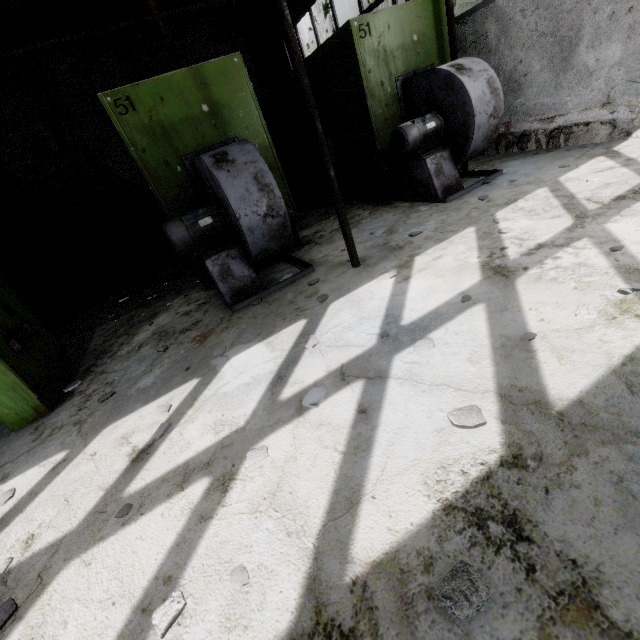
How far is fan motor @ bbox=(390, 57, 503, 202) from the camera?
4.94m

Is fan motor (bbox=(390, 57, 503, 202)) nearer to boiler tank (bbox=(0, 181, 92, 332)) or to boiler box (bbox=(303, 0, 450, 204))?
boiler box (bbox=(303, 0, 450, 204))

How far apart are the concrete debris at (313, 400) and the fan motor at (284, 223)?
2.3m

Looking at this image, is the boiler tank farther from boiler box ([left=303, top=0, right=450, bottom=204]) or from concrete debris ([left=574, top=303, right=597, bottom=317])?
boiler box ([left=303, top=0, right=450, bottom=204])

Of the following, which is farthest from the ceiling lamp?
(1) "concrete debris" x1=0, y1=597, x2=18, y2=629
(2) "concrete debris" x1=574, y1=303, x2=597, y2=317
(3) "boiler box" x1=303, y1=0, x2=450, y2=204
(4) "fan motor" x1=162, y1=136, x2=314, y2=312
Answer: (2) "concrete debris" x1=574, y1=303, x2=597, y2=317

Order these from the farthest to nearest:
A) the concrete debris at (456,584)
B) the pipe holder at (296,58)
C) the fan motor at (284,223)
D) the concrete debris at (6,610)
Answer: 1. the fan motor at (284,223)
2. the pipe holder at (296,58)
3. the concrete debris at (6,610)
4. the concrete debris at (456,584)

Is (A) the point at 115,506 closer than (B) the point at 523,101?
Yes

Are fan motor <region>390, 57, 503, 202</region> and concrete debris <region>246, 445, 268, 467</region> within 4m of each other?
no
